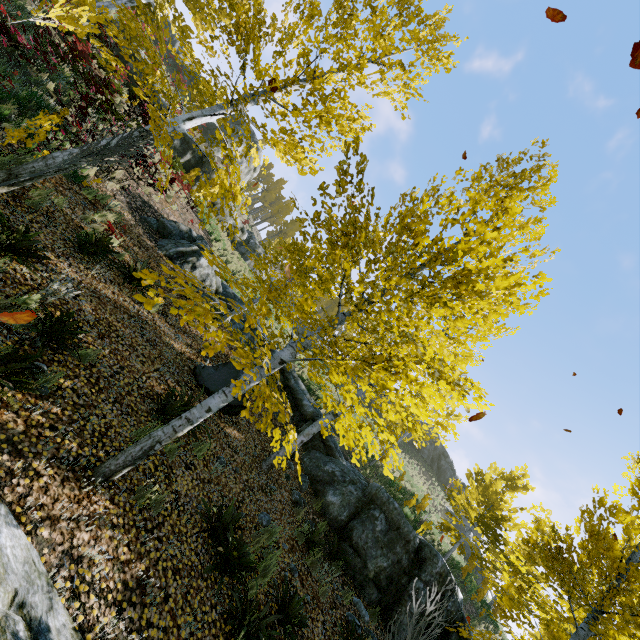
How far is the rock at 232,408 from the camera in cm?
775

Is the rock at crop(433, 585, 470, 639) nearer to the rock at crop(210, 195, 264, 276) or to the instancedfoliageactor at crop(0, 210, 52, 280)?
the instancedfoliageactor at crop(0, 210, 52, 280)

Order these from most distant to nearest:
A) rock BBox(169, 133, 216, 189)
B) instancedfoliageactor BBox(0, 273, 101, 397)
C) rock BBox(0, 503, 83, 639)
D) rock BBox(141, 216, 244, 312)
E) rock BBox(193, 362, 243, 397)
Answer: rock BBox(169, 133, 216, 189) < rock BBox(141, 216, 244, 312) < rock BBox(193, 362, 243, 397) < instancedfoliageactor BBox(0, 273, 101, 397) < rock BBox(0, 503, 83, 639)

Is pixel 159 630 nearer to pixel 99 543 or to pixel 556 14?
pixel 99 543

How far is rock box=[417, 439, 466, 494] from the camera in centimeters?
4034cm

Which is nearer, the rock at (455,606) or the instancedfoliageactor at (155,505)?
the instancedfoliageactor at (155,505)

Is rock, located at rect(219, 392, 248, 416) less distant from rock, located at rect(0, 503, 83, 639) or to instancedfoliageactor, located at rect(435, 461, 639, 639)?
instancedfoliageactor, located at rect(435, 461, 639, 639)

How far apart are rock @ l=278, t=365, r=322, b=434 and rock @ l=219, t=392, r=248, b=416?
3.7 meters
